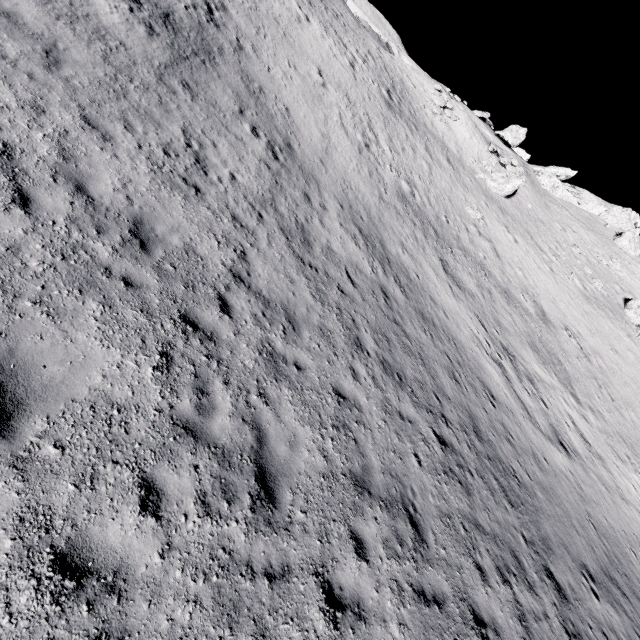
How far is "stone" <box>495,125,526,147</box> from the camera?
48.25m

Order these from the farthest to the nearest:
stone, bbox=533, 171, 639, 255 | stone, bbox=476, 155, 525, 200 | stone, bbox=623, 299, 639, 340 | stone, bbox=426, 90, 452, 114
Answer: stone, bbox=533, 171, 639, 255
stone, bbox=426, 90, 452, 114
stone, bbox=476, 155, 525, 200
stone, bbox=623, 299, 639, 340

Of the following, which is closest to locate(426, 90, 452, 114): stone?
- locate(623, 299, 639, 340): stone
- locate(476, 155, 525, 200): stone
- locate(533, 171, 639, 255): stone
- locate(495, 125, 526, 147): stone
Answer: locate(476, 155, 525, 200): stone

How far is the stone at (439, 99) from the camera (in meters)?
35.25

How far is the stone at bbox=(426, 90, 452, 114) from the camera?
35.2 meters

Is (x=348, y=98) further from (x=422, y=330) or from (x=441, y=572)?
(x=441, y=572)

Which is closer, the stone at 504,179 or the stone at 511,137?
the stone at 504,179

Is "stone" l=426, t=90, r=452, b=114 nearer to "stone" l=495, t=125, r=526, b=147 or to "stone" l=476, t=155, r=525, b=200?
"stone" l=476, t=155, r=525, b=200
